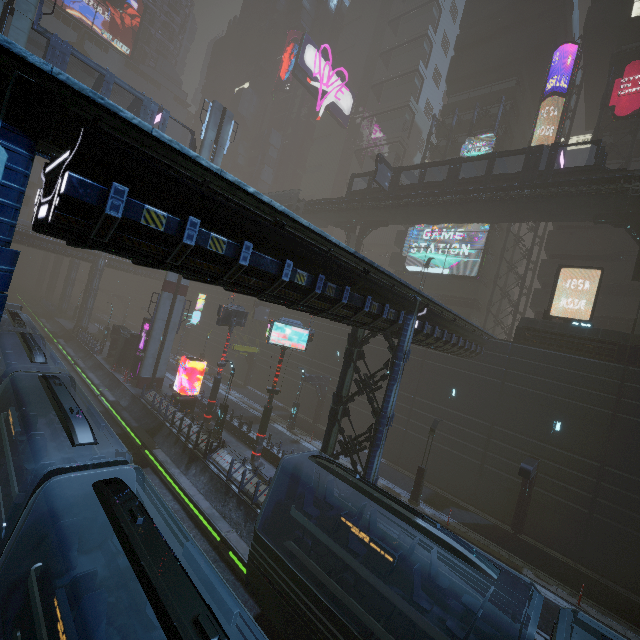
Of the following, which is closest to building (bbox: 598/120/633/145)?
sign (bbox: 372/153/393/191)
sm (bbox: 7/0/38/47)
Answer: sm (bbox: 7/0/38/47)

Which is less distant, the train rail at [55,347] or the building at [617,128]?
the train rail at [55,347]

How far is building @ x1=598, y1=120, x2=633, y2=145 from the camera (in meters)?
30.36

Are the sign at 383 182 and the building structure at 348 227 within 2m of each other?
no

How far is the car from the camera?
36.19m

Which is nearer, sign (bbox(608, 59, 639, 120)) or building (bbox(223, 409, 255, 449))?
building (bbox(223, 409, 255, 449))

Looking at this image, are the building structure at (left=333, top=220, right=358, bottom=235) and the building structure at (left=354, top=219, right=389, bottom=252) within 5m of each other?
yes

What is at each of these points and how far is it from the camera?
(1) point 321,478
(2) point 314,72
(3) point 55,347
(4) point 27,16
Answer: (1) building, 15.6m
(2) sign, 51.2m
(3) train rail, 39.3m
(4) sm, 19.9m
